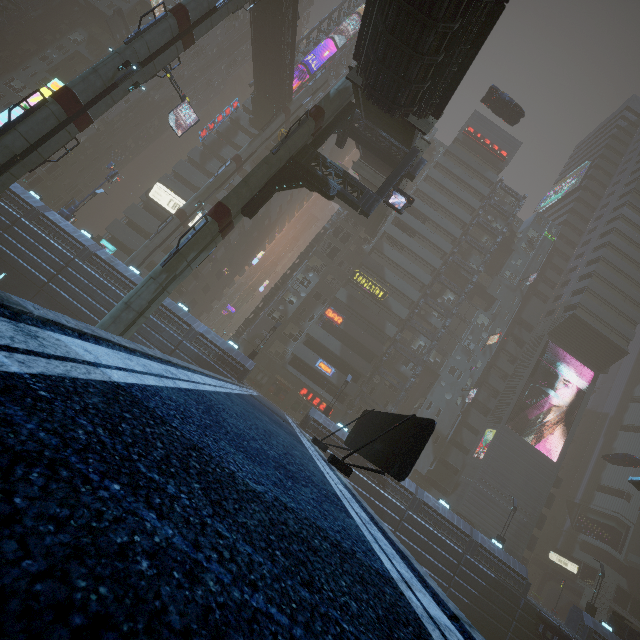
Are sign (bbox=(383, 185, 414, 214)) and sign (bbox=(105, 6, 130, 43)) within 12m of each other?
no

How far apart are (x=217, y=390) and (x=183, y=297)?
40.9 meters

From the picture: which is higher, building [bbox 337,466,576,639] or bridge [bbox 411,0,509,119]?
bridge [bbox 411,0,509,119]

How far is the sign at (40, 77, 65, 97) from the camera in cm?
1808

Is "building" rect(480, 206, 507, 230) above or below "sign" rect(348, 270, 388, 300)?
above

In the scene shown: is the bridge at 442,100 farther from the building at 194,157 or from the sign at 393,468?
the sign at 393,468

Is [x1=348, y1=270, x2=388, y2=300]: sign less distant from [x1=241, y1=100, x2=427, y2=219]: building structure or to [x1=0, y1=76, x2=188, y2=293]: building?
[x1=0, y1=76, x2=188, y2=293]: building

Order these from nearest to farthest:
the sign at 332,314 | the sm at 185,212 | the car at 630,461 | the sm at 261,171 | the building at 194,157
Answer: the sm at 261,171, the sm at 185,212, the car at 630,461, the sign at 332,314, the building at 194,157
